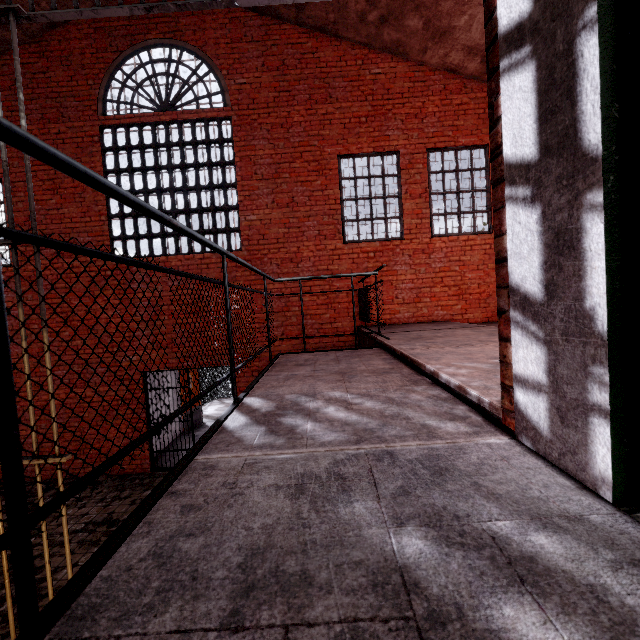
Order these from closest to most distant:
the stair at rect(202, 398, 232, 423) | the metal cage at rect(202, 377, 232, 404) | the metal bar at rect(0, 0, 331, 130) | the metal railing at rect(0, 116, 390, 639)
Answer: the metal railing at rect(0, 116, 390, 639)
the metal bar at rect(0, 0, 331, 130)
the stair at rect(202, 398, 232, 423)
the metal cage at rect(202, 377, 232, 404)

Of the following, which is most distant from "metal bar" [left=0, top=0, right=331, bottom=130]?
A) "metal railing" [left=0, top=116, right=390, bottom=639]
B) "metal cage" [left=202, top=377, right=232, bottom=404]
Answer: "metal cage" [left=202, top=377, right=232, bottom=404]

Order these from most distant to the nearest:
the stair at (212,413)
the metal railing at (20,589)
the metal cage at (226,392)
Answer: the metal cage at (226,392) < the stair at (212,413) < the metal railing at (20,589)

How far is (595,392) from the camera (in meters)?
0.95

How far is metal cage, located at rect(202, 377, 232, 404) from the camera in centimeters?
1363cm

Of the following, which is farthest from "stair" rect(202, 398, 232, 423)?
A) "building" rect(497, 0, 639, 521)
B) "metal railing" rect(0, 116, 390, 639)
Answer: "building" rect(497, 0, 639, 521)

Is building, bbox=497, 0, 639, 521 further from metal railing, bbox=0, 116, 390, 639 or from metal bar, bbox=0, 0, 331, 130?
metal railing, bbox=0, 116, 390, 639

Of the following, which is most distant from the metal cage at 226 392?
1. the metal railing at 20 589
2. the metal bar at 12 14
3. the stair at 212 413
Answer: the metal bar at 12 14
